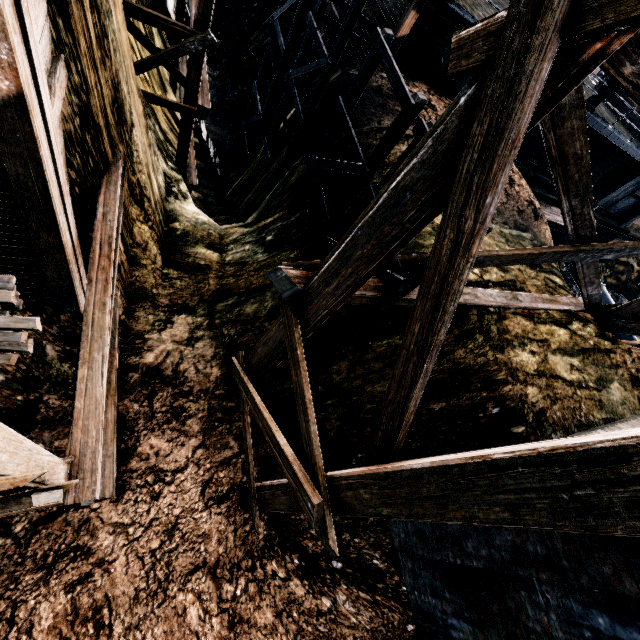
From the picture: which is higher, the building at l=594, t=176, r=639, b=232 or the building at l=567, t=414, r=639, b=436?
the building at l=567, t=414, r=639, b=436

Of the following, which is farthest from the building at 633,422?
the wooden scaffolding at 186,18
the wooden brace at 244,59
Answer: the wooden brace at 244,59

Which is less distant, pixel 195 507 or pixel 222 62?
pixel 195 507

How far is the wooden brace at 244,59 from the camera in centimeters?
2042cm

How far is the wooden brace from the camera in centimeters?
2042cm

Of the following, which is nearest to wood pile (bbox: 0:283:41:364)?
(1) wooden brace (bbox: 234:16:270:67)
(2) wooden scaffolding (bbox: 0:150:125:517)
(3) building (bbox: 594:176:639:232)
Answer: (2) wooden scaffolding (bbox: 0:150:125:517)

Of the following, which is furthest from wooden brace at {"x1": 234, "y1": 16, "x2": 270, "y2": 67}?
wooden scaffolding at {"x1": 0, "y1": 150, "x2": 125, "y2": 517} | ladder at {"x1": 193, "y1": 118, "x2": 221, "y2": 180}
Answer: wooden scaffolding at {"x1": 0, "y1": 150, "x2": 125, "y2": 517}

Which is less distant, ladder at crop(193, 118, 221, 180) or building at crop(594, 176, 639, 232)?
ladder at crop(193, 118, 221, 180)
